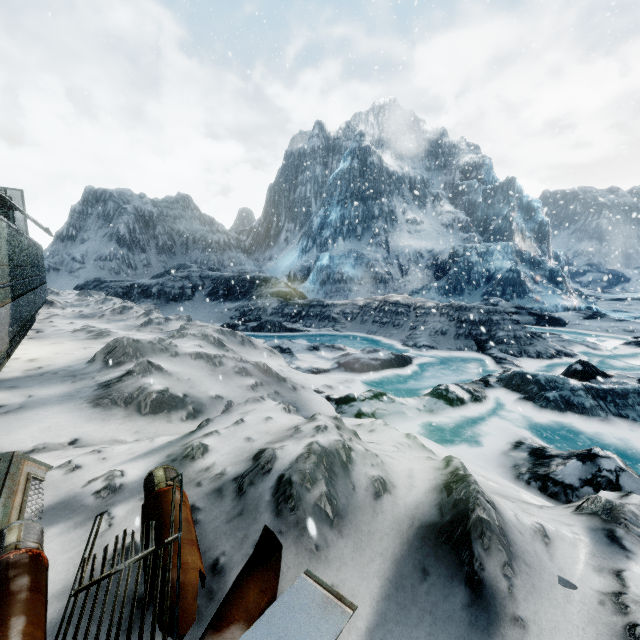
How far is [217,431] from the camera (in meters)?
3.20
